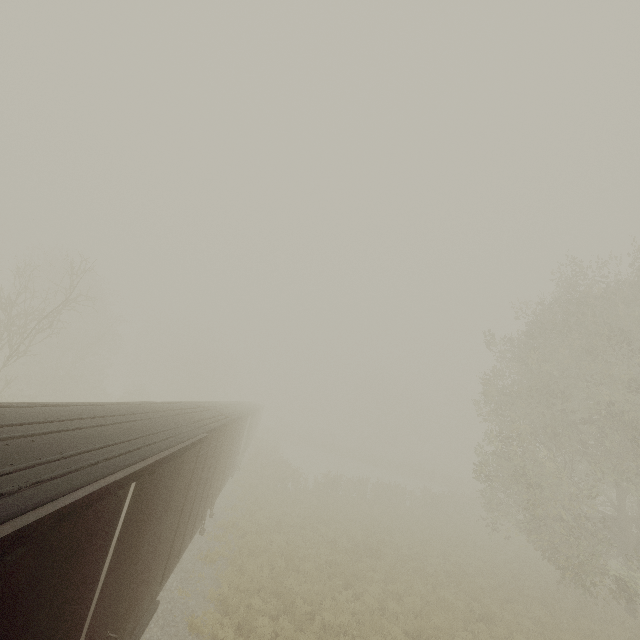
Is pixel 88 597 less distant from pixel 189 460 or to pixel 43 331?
pixel 189 460

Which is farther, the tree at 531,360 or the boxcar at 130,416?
the tree at 531,360

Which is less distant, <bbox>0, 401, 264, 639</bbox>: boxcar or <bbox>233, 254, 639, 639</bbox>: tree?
<bbox>0, 401, 264, 639</bbox>: boxcar
